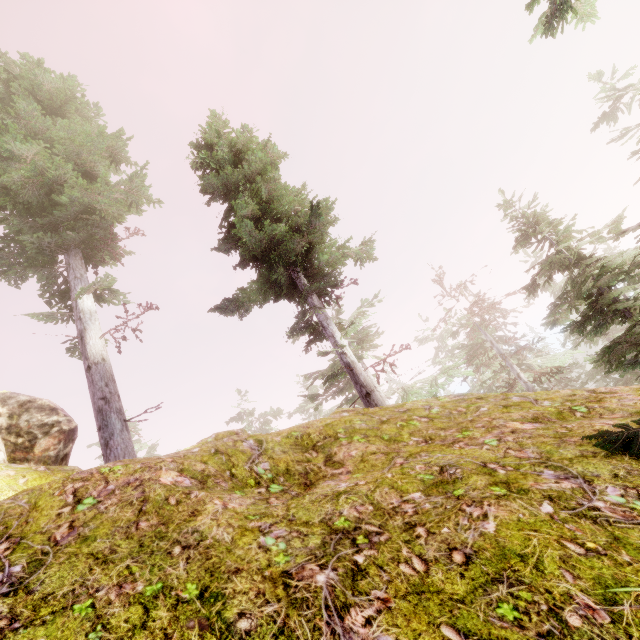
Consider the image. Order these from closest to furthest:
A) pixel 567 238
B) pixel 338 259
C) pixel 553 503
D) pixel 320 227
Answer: pixel 553 503, pixel 320 227, pixel 338 259, pixel 567 238

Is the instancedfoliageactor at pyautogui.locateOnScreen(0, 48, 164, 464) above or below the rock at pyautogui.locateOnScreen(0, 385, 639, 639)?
above

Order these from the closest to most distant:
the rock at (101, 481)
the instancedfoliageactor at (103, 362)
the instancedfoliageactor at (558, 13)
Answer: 1. the rock at (101, 481)
2. the instancedfoliageactor at (558, 13)
3. the instancedfoliageactor at (103, 362)

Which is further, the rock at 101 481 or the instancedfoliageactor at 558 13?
the instancedfoliageactor at 558 13

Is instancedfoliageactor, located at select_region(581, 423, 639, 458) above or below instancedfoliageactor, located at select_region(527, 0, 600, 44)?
below

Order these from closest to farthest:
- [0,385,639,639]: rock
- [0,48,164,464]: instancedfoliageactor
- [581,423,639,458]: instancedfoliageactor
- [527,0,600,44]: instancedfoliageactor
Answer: [0,385,639,639]: rock
[581,423,639,458]: instancedfoliageactor
[527,0,600,44]: instancedfoliageactor
[0,48,164,464]: instancedfoliageactor

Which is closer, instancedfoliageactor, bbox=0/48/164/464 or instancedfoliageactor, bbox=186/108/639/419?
instancedfoliageactor, bbox=186/108/639/419
